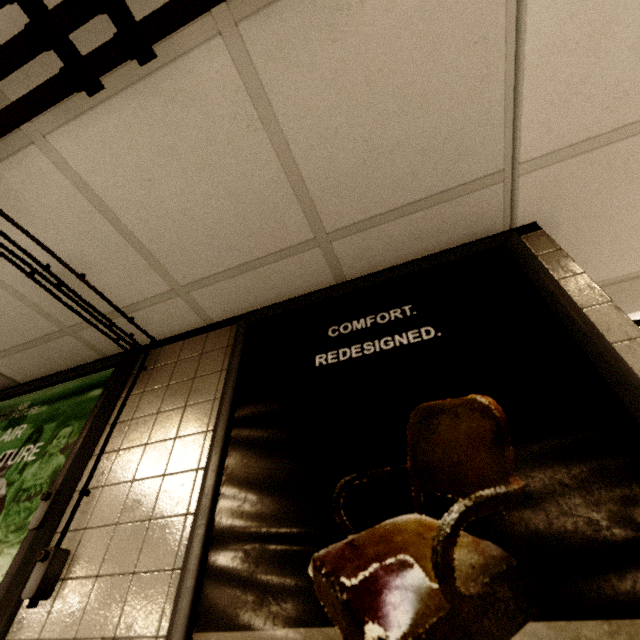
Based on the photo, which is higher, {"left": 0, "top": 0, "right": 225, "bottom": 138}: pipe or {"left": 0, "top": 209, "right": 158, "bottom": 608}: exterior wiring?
{"left": 0, "top": 0, "right": 225, "bottom": 138}: pipe

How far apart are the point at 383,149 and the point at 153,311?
1.34m

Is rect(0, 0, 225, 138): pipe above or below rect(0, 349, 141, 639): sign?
above

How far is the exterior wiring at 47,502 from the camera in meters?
1.2 m

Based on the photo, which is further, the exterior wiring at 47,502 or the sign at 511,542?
the exterior wiring at 47,502

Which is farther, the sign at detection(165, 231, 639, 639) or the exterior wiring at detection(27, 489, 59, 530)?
the exterior wiring at detection(27, 489, 59, 530)

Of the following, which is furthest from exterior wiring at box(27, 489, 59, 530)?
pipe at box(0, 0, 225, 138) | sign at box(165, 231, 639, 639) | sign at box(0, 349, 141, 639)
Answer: pipe at box(0, 0, 225, 138)

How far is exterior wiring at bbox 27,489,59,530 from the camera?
1.2 meters
